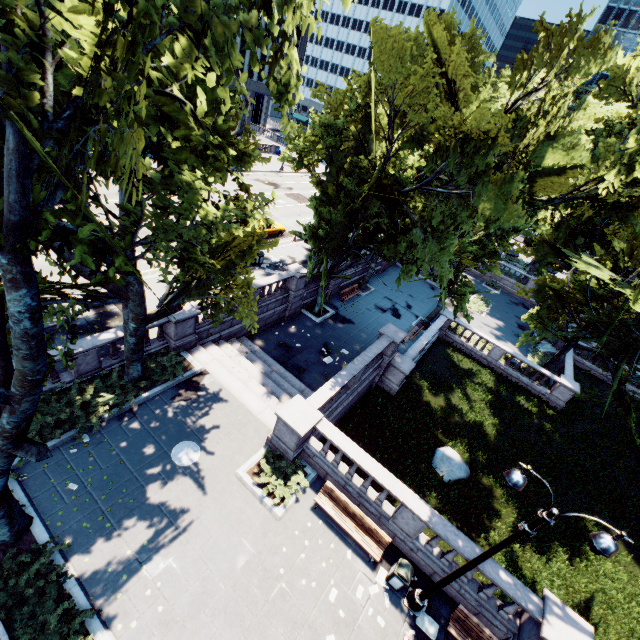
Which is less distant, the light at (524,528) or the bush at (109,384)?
the light at (524,528)

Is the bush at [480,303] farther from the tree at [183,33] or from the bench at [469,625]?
the bench at [469,625]

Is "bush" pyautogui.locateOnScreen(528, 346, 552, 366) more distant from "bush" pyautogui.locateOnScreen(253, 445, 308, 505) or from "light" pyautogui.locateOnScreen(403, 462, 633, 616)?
"bush" pyautogui.locateOnScreen(253, 445, 308, 505)

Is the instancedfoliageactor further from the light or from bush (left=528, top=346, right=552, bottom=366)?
bush (left=528, top=346, right=552, bottom=366)

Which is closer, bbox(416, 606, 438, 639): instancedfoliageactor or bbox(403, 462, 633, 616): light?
bbox(403, 462, 633, 616): light

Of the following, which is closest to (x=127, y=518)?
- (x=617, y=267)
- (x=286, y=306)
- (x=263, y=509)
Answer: (x=263, y=509)

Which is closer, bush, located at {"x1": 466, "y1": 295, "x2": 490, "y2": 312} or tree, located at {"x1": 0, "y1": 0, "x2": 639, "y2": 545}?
tree, located at {"x1": 0, "y1": 0, "x2": 639, "y2": 545}

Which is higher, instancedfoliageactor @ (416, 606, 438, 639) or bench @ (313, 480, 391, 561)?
bench @ (313, 480, 391, 561)
